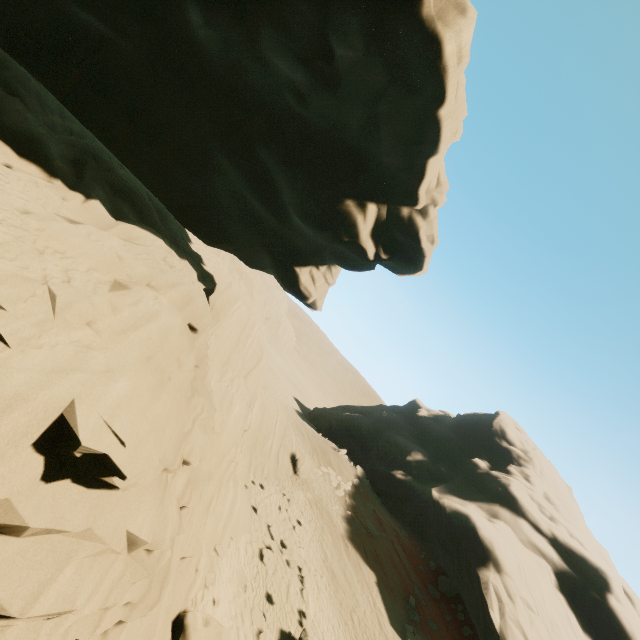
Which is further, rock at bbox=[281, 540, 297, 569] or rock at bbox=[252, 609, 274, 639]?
rock at bbox=[281, 540, 297, 569]

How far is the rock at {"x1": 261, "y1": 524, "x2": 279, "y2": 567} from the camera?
14.0m

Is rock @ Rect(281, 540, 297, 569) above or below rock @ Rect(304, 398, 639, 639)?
below

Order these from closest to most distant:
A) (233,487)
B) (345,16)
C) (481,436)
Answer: (345,16) < (233,487) < (481,436)

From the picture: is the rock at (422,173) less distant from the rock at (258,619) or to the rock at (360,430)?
the rock at (258,619)

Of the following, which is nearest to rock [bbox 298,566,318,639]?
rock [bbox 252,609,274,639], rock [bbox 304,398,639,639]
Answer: rock [bbox 252,609,274,639]

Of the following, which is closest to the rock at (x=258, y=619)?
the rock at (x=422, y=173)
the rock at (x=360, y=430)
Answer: the rock at (x=422, y=173)
